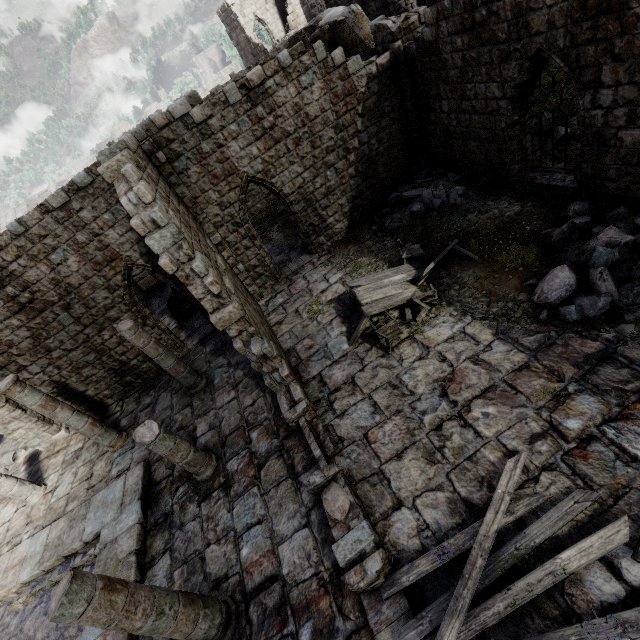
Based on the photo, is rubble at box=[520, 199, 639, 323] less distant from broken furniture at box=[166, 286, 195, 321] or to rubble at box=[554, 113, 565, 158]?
rubble at box=[554, 113, 565, 158]

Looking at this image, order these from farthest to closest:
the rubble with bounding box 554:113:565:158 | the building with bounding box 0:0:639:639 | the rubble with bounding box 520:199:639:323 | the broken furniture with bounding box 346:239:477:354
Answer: the rubble with bounding box 554:113:565:158 < the broken furniture with bounding box 346:239:477:354 < the rubble with bounding box 520:199:639:323 < the building with bounding box 0:0:639:639

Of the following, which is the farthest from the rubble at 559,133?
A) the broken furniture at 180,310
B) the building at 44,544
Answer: the broken furniture at 180,310

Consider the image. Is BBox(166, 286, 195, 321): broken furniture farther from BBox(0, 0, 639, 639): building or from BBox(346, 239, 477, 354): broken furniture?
BBox(346, 239, 477, 354): broken furniture

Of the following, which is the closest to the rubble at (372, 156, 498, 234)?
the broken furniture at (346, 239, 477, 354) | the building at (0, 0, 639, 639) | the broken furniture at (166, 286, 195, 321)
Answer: the building at (0, 0, 639, 639)

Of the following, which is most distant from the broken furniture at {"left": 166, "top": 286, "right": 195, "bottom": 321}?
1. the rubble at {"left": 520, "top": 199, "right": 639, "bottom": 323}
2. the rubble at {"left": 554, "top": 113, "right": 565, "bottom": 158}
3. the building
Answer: the rubble at {"left": 520, "top": 199, "right": 639, "bottom": 323}

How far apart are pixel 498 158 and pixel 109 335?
15.0 meters

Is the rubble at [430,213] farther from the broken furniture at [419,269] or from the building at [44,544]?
the broken furniture at [419,269]
